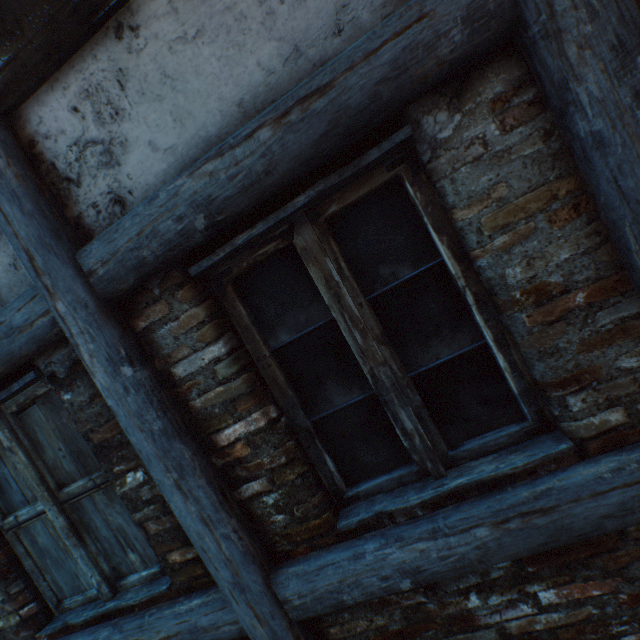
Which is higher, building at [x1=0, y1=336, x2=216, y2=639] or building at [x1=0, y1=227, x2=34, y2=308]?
building at [x1=0, y1=227, x2=34, y2=308]

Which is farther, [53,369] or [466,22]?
[53,369]

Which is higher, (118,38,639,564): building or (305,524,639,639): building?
(118,38,639,564): building

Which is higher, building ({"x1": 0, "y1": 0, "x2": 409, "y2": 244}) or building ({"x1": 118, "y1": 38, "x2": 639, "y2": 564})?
building ({"x1": 0, "y1": 0, "x2": 409, "y2": 244})

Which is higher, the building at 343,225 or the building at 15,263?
the building at 15,263

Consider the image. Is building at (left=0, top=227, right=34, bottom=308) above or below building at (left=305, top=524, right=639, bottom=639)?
above

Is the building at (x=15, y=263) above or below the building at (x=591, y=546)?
above
